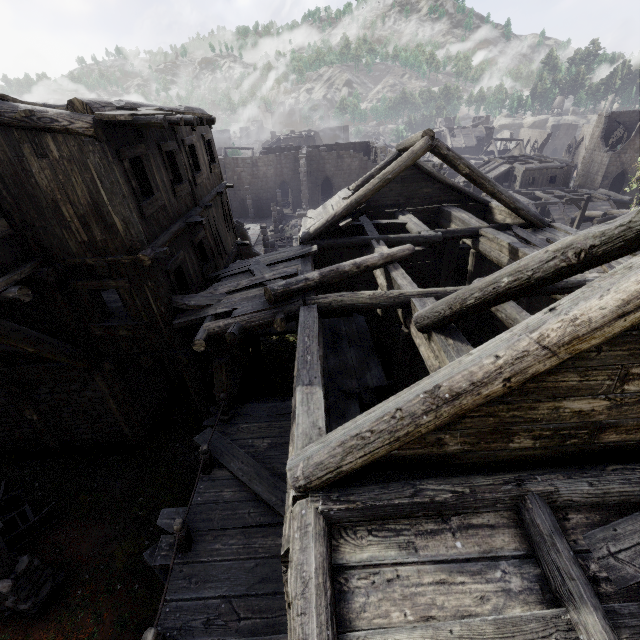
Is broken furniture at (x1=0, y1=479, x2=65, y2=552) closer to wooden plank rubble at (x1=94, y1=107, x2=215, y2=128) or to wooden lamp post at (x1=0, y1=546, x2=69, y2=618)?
wooden lamp post at (x1=0, y1=546, x2=69, y2=618)

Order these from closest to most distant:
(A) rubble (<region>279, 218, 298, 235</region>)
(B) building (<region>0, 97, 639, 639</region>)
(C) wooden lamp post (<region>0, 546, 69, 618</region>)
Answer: (B) building (<region>0, 97, 639, 639</region>)
(C) wooden lamp post (<region>0, 546, 69, 618</region>)
(A) rubble (<region>279, 218, 298, 235</region>)

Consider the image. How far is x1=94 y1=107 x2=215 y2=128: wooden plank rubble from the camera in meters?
6.1

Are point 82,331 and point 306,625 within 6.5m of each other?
no

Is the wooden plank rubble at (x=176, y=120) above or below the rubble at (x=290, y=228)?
above

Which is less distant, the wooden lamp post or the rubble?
the wooden lamp post

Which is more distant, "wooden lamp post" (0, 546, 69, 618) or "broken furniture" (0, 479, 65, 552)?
"broken furniture" (0, 479, 65, 552)

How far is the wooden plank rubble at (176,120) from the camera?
6.1m
